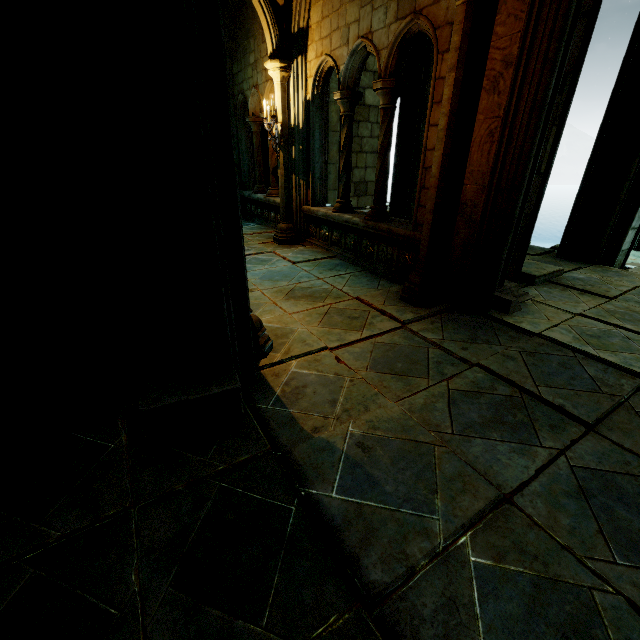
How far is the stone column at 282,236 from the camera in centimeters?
574cm

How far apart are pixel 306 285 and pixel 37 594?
3.90m

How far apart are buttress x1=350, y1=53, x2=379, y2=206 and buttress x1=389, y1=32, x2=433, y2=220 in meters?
3.2 m

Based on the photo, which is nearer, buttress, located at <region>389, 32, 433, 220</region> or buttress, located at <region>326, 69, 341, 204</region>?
buttress, located at <region>389, 32, 433, 220</region>

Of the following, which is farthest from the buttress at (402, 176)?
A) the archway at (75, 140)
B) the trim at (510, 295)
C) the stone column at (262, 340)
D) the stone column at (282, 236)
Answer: the stone column at (262, 340)

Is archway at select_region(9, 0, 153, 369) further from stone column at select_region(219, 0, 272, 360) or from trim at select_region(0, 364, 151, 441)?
trim at select_region(0, 364, 151, 441)

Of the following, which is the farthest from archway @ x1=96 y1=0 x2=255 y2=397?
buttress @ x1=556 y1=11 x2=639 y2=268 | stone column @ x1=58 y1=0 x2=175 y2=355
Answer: buttress @ x1=556 y1=11 x2=639 y2=268

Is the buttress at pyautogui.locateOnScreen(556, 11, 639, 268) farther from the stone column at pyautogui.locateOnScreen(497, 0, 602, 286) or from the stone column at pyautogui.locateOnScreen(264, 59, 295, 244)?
the stone column at pyautogui.locateOnScreen(264, 59, 295, 244)
